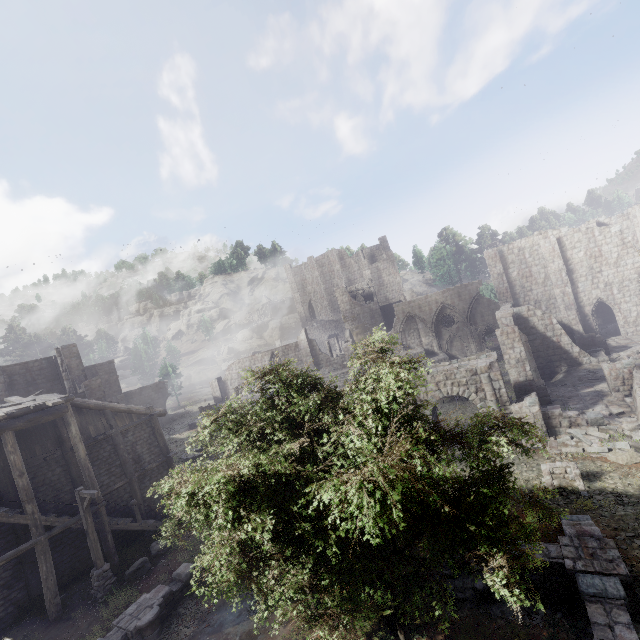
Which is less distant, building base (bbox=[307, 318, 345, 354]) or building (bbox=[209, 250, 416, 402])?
building (bbox=[209, 250, 416, 402])

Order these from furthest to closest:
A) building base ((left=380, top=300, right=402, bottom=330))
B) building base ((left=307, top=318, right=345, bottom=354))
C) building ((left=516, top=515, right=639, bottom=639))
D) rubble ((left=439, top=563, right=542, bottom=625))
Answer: building base ((left=307, top=318, right=345, bottom=354))
building base ((left=380, top=300, right=402, bottom=330))
rubble ((left=439, top=563, right=542, bottom=625))
building ((left=516, top=515, right=639, bottom=639))

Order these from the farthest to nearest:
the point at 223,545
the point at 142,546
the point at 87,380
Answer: the point at 87,380 → the point at 142,546 → the point at 223,545

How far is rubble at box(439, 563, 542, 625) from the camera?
8.8m

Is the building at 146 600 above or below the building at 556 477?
above

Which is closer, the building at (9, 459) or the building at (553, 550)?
the building at (553, 550)

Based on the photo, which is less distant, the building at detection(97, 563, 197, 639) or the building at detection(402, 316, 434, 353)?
the building at detection(97, 563, 197, 639)

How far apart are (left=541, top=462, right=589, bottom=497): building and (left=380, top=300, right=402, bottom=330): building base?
41.5m
